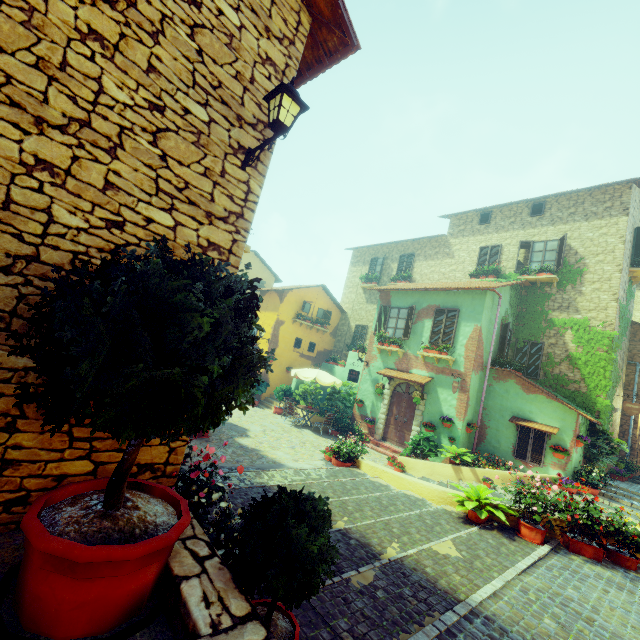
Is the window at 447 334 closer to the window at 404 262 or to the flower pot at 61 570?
the flower pot at 61 570

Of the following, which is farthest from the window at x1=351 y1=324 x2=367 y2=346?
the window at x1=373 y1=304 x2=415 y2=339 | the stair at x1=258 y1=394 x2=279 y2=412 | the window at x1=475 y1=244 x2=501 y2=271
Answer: the window at x1=475 y1=244 x2=501 y2=271

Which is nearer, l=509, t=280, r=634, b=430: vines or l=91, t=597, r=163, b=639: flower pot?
l=91, t=597, r=163, b=639: flower pot

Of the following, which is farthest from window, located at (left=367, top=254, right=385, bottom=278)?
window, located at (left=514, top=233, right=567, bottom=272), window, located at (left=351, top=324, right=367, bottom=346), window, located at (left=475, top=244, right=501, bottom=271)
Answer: window, located at (left=514, top=233, right=567, bottom=272)

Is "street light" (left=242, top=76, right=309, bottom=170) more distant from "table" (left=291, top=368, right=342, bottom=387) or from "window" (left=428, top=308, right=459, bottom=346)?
"table" (left=291, top=368, right=342, bottom=387)

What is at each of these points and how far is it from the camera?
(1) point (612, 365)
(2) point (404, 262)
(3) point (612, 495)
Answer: (1) vines, 12.4m
(2) window, 21.0m
(3) stair, 10.6m

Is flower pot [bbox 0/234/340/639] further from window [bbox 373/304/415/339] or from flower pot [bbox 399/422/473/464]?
flower pot [bbox 399/422/473/464]

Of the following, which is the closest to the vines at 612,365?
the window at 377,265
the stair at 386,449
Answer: the stair at 386,449
